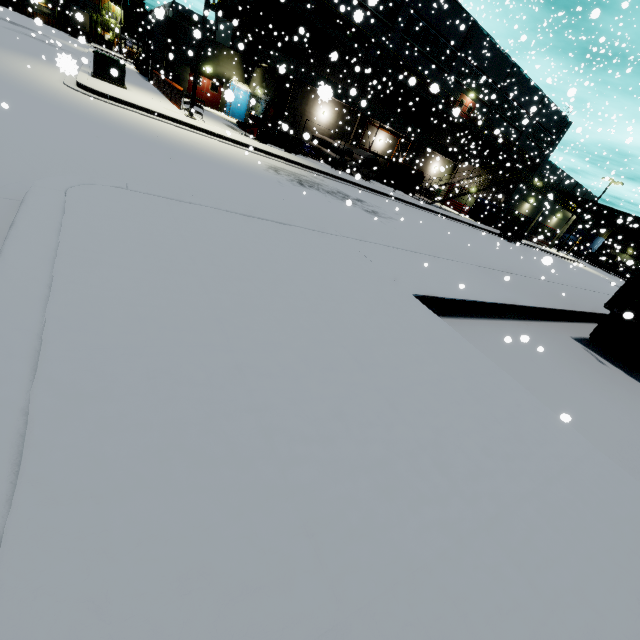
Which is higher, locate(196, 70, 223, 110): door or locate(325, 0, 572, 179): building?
locate(325, 0, 572, 179): building

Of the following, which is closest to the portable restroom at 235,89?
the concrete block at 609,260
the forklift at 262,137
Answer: the forklift at 262,137

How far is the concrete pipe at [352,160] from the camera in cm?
2488

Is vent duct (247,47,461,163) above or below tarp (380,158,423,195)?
above

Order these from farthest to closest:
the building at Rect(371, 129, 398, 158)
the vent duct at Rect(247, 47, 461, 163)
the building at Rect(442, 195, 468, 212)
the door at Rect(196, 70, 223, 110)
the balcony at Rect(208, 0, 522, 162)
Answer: the building at Rect(442, 195, 468, 212)
the building at Rect(371, 129, 398, 158)
the door at Rect(196, 70, 223, 110)
the vent duct at Rect(247, 47, 461, 163)
the balcony at Rect(208, 0, 522, 162)

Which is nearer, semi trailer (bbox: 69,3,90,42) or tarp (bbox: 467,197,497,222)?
semi trailer (bbox: 69,3,90,42)

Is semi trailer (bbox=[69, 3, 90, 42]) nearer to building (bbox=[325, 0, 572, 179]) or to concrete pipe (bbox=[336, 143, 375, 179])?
building (bbox=[325, 0, 572, 179])

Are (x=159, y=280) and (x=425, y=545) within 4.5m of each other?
yes
